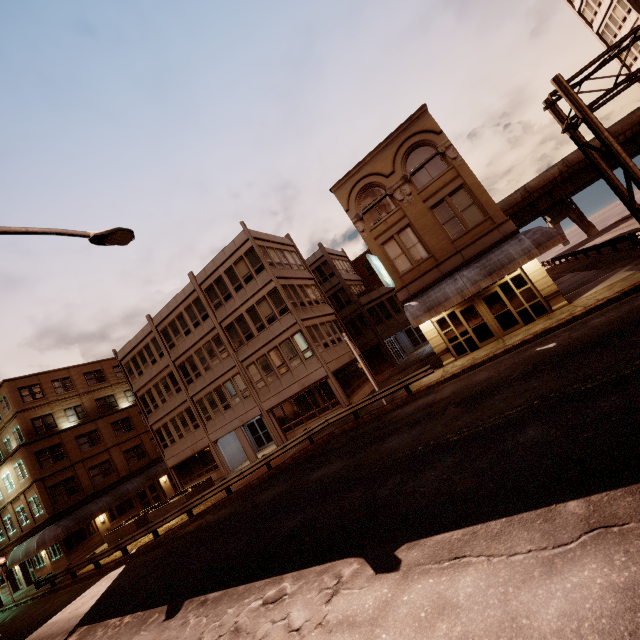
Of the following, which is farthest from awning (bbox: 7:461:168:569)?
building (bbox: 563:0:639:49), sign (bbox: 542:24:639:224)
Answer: building (bbox: 563:0:639:49)

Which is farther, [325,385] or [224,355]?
[224,355]

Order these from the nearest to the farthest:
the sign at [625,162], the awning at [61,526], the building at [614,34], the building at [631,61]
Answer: the sign at [625,162]
the awning at [61,526]
the building at [614,34]
the building at [631,61]

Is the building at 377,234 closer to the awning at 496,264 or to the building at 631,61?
the awning at 496,264

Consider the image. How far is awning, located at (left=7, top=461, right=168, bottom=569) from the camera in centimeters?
2714cm

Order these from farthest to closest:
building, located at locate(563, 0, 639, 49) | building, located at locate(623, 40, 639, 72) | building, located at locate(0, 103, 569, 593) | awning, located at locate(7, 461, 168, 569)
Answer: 1. building, located at locate(623, 40, 639, 72)
2. building, located at locate(563, 0, 639, 49)
3. awning, located at locate(7, 461, 168, 569)
4. building, located at locate(0, 103, 569, 593)

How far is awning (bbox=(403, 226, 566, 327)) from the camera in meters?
15.5

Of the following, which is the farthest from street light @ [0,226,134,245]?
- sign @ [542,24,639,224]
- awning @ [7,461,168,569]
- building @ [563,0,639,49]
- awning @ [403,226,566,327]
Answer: building @ [563,0,639,49]
